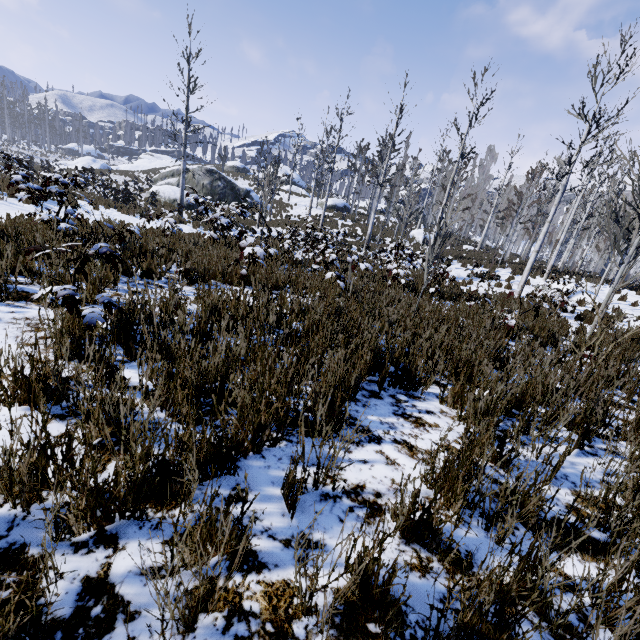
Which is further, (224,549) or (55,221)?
(55,221)

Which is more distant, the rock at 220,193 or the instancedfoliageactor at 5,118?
the instancedfoliageactor at 5,118

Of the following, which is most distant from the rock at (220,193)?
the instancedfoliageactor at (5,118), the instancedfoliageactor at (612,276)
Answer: the instancedfoliageactor at (5,118)

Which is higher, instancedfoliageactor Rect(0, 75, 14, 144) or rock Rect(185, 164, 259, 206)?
instancedfoliageactor Rect(0, 75, 14, 144)

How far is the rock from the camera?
29.17m

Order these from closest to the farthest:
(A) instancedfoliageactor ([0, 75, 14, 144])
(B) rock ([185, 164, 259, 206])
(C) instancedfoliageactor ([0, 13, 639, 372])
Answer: (C) instancedfoliageactor ([0, 13, 639, 372]) → (B) rock ([185, 164, 259, 206]) → (A) instancedfoliageactor ([0, 75, 14, 144])

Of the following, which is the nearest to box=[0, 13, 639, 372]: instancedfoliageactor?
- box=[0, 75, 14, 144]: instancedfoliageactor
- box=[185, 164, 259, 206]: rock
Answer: box=[0, 75, 14, 144]: instancedfoliageactor

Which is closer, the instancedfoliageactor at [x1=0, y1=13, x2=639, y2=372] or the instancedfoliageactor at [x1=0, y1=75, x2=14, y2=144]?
the instancedfoliageactor at [x1=0, y1=13, x2=639, y2=372]
